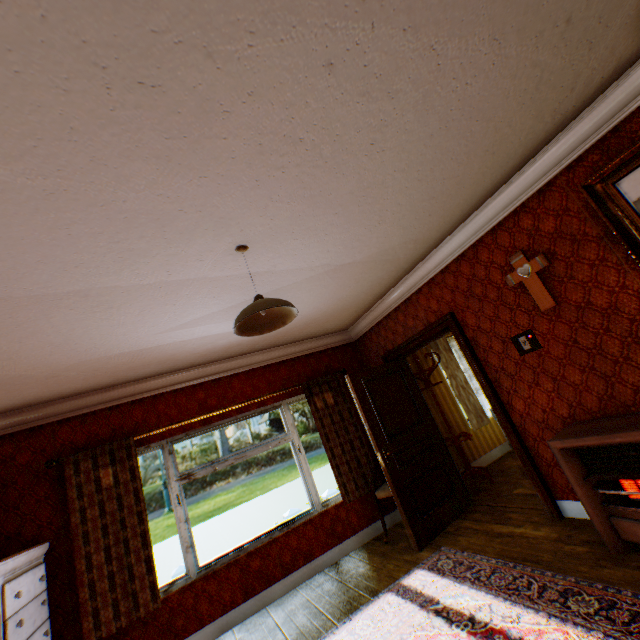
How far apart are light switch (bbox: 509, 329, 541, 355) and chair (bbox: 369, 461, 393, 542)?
2.3 meters

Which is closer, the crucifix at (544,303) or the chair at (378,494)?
the crucifix at (544,303)

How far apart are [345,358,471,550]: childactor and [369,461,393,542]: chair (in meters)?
0.06

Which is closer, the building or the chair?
the building

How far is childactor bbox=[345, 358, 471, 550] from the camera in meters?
4.1

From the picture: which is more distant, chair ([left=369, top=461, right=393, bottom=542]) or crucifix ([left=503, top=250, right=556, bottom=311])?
chair ([left=369, top=461, right=393, bottom=542])

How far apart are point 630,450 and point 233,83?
3.5m

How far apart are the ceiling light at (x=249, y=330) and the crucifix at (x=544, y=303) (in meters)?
2.37
